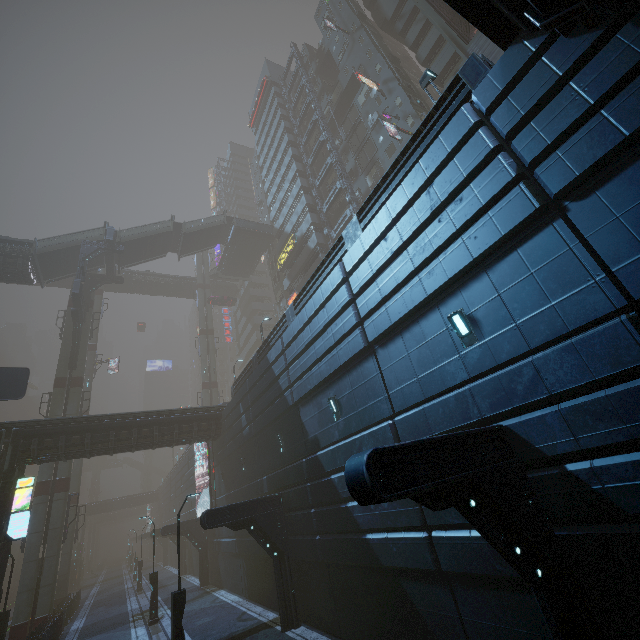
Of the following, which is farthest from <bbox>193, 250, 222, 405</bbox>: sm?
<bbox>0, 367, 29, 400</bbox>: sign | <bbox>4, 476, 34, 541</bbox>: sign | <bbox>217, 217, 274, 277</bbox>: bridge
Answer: <bbox>0, 367, 29, 400</bbox>: sign

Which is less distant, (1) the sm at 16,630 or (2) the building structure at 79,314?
(1) the sm at 16,630

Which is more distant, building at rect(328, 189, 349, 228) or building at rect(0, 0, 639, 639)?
building at rect(328, 189, 349, 228)

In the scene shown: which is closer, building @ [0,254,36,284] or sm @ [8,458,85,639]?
sm @ [8,458,85,639]

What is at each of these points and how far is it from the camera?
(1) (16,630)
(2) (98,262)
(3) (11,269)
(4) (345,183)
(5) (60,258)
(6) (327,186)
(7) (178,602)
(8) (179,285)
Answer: (1) sm, 21.8 meters
(2) stairs, 36.0 meters
(3) building, 29.2 meters
(4) building structure, 31.1 meters
(5) stairs, 32.1 meters
(6) building, 38.7 meters
(7) street light, 11.7 meters
(8) bridge, 56.4 meters

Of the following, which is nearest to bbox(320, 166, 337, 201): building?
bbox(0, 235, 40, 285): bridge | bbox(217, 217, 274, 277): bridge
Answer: bbox(0, 235, 40, 285): bridge

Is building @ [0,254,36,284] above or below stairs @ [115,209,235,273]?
below

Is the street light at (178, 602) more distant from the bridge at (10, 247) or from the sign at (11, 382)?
the bridge at (10, 247)
